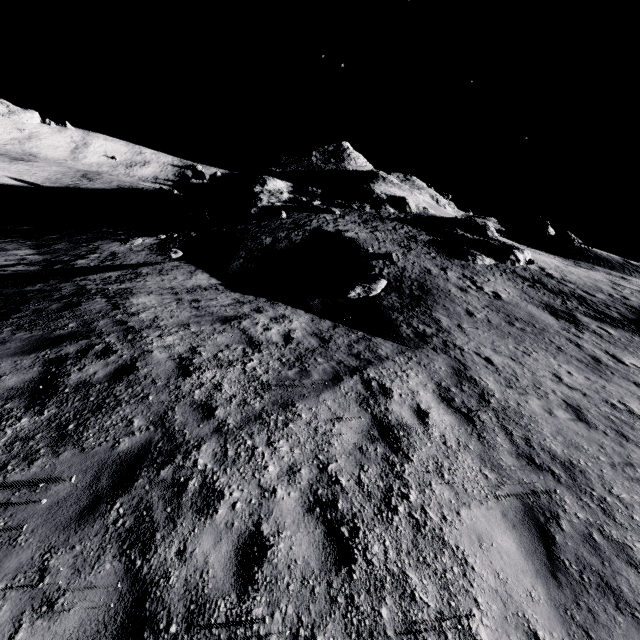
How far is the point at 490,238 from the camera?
26.8 meters

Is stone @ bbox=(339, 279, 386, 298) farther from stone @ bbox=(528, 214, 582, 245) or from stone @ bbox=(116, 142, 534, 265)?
stone @ bbox=(528, 214, 582, 245)

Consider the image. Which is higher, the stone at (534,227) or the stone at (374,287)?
the stone at (534,227)

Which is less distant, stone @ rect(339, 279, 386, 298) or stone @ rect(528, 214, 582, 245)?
stone @ rect(339, 279, 386, 298)

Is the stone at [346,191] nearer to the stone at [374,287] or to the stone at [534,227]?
the stone at [374,287]

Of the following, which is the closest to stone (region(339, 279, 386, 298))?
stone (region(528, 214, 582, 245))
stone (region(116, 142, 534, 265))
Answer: stone (region(116, 142, 534, 265))

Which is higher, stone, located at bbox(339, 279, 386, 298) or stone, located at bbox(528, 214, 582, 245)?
stone, located at bbox(528, 214, 582, 245)
